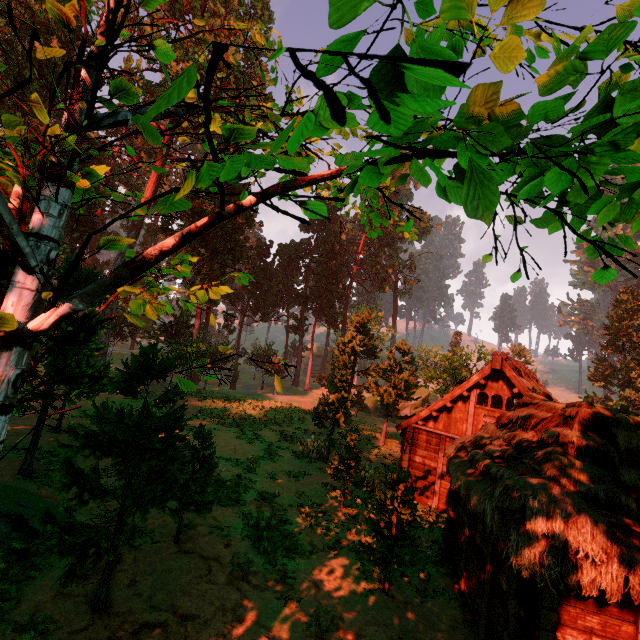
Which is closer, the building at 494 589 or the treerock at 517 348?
the building at 494 589

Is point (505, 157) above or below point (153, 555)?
above

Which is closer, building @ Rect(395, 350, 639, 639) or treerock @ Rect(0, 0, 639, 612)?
treerock @ Rect(0, 0, 639, 612)

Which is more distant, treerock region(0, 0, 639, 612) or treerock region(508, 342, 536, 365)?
treerock region(508, 342, 536, 365)

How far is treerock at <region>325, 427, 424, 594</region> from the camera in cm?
941

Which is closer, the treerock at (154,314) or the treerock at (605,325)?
the treerock at (154,314)
